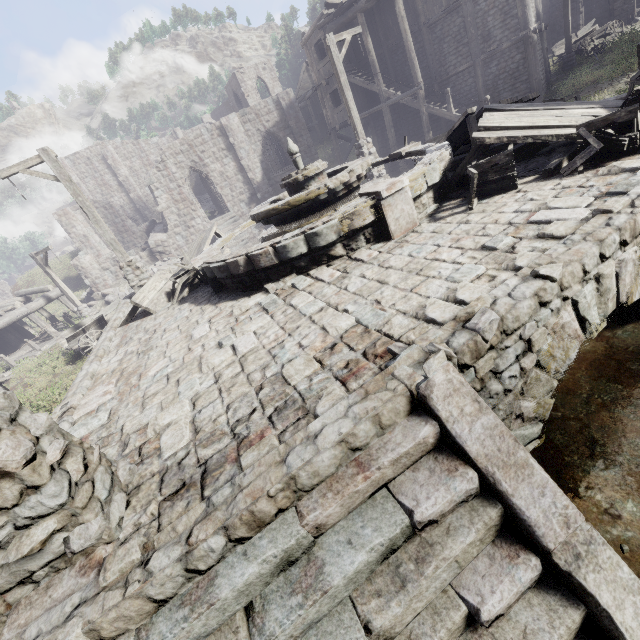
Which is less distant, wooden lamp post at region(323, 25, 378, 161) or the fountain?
the fountain

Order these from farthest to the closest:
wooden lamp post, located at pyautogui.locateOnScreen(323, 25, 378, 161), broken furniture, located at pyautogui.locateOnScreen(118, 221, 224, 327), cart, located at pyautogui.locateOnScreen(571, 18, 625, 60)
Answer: cart, located at pyautogui.locateOnScreen(571, 18, 625, 60) < wooden lamp post, located at pyautogui.locateOnScreen(323, 25, 378, 161) < broken furniture, located at pyautogui.locateOnScreen(118, 221, 224, 327)

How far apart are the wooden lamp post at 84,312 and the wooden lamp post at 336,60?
16.4m

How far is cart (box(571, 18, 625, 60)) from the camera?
19.66m

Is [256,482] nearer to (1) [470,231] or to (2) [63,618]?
(2) [63,618]

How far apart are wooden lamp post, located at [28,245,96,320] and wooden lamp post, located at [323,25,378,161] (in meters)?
16.36

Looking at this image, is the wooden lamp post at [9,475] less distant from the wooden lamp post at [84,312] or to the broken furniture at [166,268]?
the broken furniture at [166,268]
